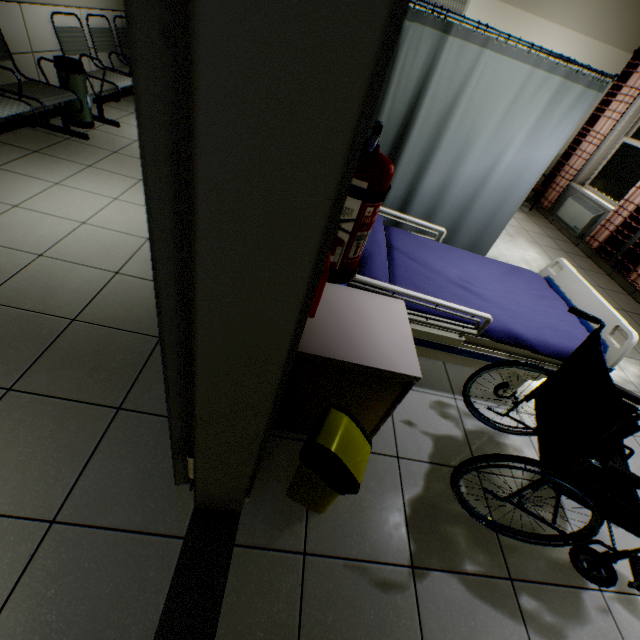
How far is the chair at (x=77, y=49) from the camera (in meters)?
3.73

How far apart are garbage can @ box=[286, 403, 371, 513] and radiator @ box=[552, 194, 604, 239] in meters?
6.3

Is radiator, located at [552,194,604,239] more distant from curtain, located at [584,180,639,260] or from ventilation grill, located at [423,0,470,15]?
ventilation grill, located at [423,0,470,15]

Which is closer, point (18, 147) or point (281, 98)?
point (281, 98)

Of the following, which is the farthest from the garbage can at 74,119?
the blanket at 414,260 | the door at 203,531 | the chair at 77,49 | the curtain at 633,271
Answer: the curtain at 633,271

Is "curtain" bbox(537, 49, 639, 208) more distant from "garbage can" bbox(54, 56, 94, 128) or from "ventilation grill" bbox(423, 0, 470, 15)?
"garbage can" bbox(54, 56, 94, 128)

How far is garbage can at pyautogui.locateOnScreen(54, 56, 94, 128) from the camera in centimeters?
347cm

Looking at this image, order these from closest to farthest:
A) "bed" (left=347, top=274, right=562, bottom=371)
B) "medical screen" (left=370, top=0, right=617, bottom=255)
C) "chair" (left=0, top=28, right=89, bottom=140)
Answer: "bed" (left=347, top=274, right=562, bottom=371), "medical screen" (left=370, top=0, right=617, bottom=255), "chair" (left=0, top=28, right=89, bottom=140)
